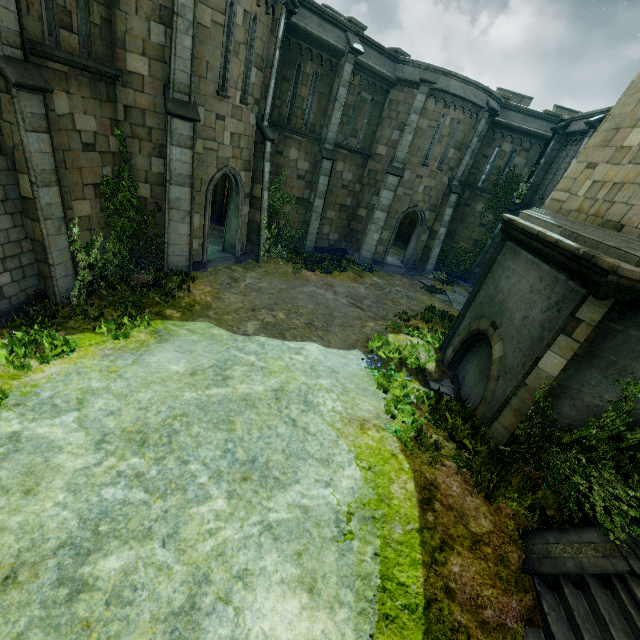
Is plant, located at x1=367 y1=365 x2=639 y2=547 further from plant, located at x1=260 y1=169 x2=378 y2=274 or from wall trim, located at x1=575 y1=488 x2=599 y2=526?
plant, located at x1=260 y1=169 x2=378 y2=274

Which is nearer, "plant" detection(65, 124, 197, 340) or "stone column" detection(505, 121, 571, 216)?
"plant" detection(65, 124, 197, 340)

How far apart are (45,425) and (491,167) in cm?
2377

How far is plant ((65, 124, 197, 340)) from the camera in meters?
8.6

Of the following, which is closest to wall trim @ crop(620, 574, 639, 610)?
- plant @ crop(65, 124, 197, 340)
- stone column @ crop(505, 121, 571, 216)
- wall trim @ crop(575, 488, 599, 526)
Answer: wall trim @ crop(575, 488, 599, 526)

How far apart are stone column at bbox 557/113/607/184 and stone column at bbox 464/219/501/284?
2.5m

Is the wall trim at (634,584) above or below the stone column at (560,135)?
below

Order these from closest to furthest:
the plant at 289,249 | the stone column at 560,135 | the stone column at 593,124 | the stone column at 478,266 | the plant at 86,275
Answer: the plant at 86,275 < the stone column at 593,124 < the plant at 289,249 < the stone column at 560,135 < the stone column at 478,266
